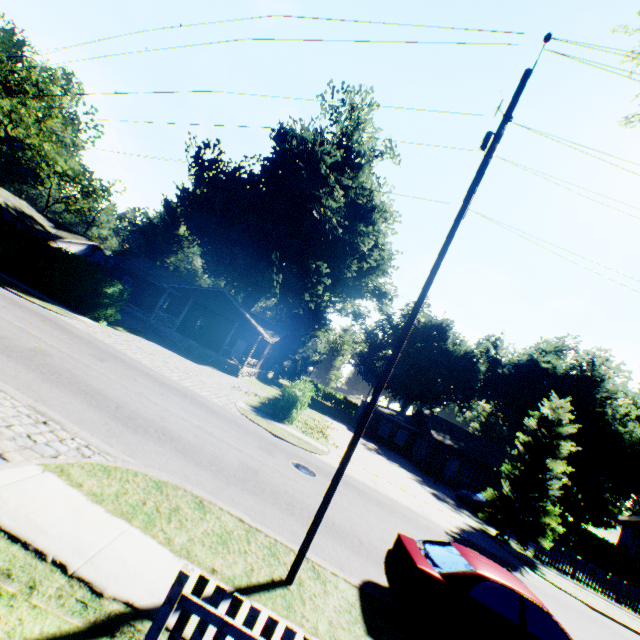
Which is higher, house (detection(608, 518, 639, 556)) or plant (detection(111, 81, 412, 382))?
plant (detection(111, 81, 412, 382))

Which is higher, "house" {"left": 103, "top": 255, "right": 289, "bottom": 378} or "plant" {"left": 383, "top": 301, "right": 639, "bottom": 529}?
"plant" {"left": 383, "top": 301, "right": 639, "bottom": 529}

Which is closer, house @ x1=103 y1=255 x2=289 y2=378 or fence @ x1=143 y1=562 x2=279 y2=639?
fence @ x1=143 y1=562 x2=279 y2=639

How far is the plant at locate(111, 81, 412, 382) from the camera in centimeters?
3130cm

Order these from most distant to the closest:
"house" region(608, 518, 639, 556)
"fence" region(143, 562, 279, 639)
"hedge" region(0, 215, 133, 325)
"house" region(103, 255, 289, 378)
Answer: "house" region(608, 518, 639, 556), "house" region(103, 255, 289, 378), "hedge" region(0, 215, 133, 325), "fence" region(143, 562, 279, 639)

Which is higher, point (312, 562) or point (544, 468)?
point (544, 468)

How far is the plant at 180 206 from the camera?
31.3m

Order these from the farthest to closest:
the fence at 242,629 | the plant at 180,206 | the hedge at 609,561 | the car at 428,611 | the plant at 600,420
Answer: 1. the plant at 600,420
2. the plant at 180,206
3. the hedge at 609,561
4. the car at 428,611
5. the fence at 242,629
